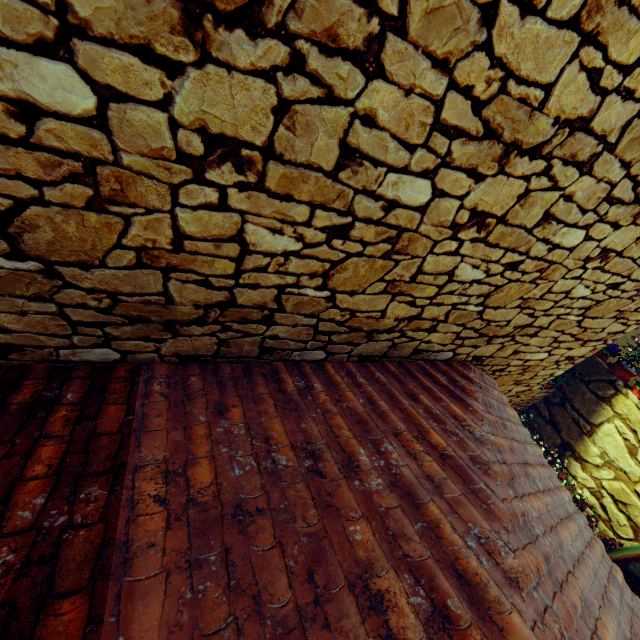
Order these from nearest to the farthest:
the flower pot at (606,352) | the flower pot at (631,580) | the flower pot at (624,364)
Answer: the flower pot at (631,580) < the flower pot at (624,364) < the flower pot at (606,352)

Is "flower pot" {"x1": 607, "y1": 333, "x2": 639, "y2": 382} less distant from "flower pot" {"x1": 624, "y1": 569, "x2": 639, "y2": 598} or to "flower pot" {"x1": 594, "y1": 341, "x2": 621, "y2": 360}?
"flower pot" {"x1": 594, "y1": 341, "x2": 621, "y2": 360}

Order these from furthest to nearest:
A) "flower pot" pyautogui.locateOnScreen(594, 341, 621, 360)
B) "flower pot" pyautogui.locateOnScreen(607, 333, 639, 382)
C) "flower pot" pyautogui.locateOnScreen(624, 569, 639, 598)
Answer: "flower pot" pyautogui.locateOnScreen(594, 341, 621, 360)
"flower pot" pyautogui.locateOnScreen(607, 333, 639, 382)
"flower pot" pyautogui.locateOnScreen(624, 569, 639, 598)

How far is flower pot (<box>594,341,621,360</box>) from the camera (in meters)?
7.86

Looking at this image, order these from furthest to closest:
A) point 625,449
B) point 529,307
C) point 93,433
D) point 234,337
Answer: point 625,449 < point 529,307 < point 234,337 < point 93,433

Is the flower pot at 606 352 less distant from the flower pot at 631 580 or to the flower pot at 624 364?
the flower pot at 624 364
